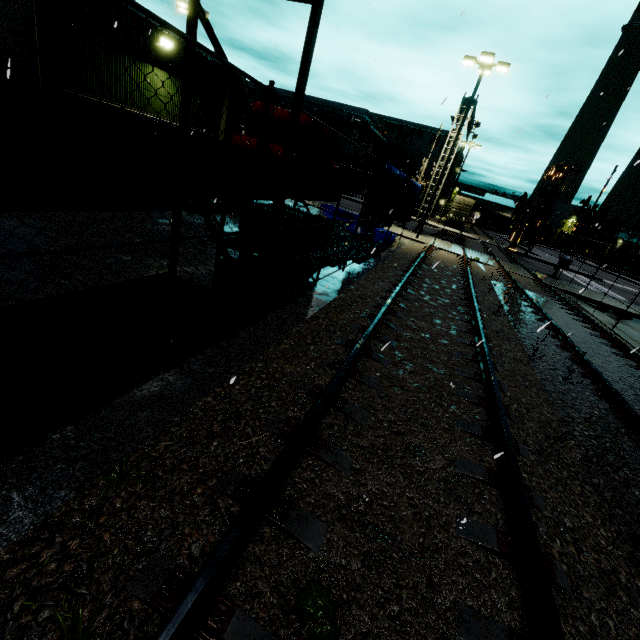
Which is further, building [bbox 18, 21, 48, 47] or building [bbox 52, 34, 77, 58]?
building [bbox 52, 34, 77, 58]

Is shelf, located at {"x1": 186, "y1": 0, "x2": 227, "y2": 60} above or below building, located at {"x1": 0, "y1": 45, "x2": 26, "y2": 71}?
above

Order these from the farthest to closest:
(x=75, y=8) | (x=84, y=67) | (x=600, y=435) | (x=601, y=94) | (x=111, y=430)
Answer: (x=601, y=94)
(x=84, y=67)
(x=75, y=8)
(x=600, y=435)
(x=111, y=430)

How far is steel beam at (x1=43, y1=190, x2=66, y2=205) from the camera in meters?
7.4

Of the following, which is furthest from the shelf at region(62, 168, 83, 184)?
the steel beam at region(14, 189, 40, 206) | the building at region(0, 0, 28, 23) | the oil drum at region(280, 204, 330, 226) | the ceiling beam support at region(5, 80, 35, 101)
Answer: the ceiling beam support at region(5, 80, 35, 101)

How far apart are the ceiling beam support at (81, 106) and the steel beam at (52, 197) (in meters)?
0.51

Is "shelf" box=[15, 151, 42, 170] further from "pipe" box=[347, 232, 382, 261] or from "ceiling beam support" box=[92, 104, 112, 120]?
"ceiling beam support" box=[92, 104, 112, 120]
